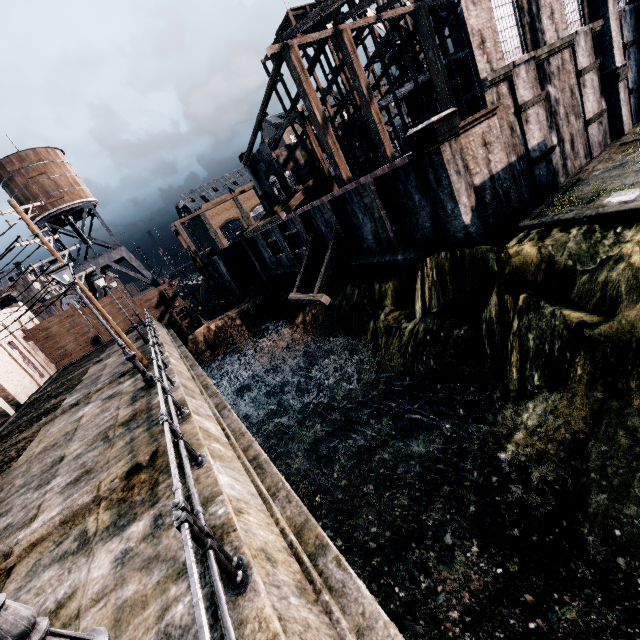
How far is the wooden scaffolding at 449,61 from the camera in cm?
3158

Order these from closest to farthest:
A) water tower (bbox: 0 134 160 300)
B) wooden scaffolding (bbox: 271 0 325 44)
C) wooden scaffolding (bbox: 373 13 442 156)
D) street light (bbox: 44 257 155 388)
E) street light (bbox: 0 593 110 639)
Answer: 1. street light (bbox: 0 593 110 639)
2. street light (bbox: 44 257 155 388)
3. wooden scaffolding (bbox: 373 13 442 156)
4. wooden scaffolding (bbox: 271 0 325 44)
5. water tower (bbox: 0 134 160 300)

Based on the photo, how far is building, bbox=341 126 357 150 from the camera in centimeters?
4106cm

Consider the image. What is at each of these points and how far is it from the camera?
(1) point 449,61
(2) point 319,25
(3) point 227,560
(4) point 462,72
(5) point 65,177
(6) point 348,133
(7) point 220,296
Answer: (1) wooden scaffolding, 32.25m
(2) wooden scaffolding, 39.50m
(3) metal railing, 3.85m
(4) building, 35.84m
(5) water tower, 38.84m
(6) building, 41.34m
(7) wooden scaffolding, 40.84m

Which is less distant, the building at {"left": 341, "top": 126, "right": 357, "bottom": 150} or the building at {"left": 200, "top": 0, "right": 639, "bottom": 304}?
the building at {"left": 200, "top": 0, "right": 639, "bottom": 304}

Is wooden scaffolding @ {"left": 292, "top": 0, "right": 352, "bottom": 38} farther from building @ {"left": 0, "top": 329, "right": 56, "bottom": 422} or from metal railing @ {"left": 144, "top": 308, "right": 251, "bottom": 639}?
building @ {"left": 0, "top": 329, "right": 56, "bottom": 422}

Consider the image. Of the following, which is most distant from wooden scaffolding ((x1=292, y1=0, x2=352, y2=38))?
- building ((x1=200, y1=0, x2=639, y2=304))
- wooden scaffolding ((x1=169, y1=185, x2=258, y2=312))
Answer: wooden scaffolding ((x1=169, y1=185, x2=258, y2=312))
